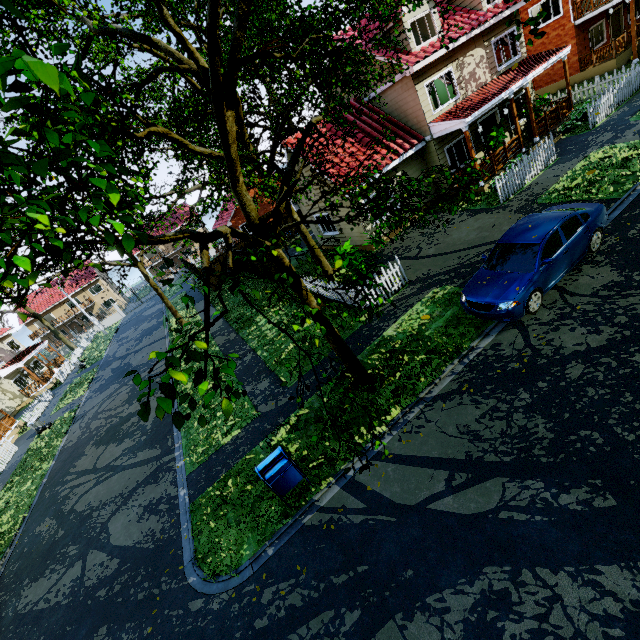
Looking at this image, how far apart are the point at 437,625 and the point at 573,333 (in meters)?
6.13

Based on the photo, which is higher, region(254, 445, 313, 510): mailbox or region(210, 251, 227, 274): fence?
region(210, 251, 227, 274): fence

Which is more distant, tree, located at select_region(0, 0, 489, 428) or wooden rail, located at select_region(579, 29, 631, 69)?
wooden rail, located at select_region(579, 29, 631, 69)

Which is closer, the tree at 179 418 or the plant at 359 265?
the tree at 179 418

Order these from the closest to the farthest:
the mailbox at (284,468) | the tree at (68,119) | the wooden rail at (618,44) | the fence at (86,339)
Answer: the tree at (68,119) < the mailbox at (284,468) < the wooden rail at (618,44) < the fence at (86,339)

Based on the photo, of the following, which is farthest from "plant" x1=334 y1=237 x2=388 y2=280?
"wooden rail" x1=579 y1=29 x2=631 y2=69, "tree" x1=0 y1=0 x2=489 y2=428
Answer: "wooden rail" x1=579 y1=29 x2=631 y2=69

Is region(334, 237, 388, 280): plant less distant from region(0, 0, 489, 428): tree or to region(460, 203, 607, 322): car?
region(460, 203, 607, 322): car

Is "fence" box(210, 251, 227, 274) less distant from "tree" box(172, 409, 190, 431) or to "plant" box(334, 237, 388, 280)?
"tree" box(172, 409, 190, 431)
